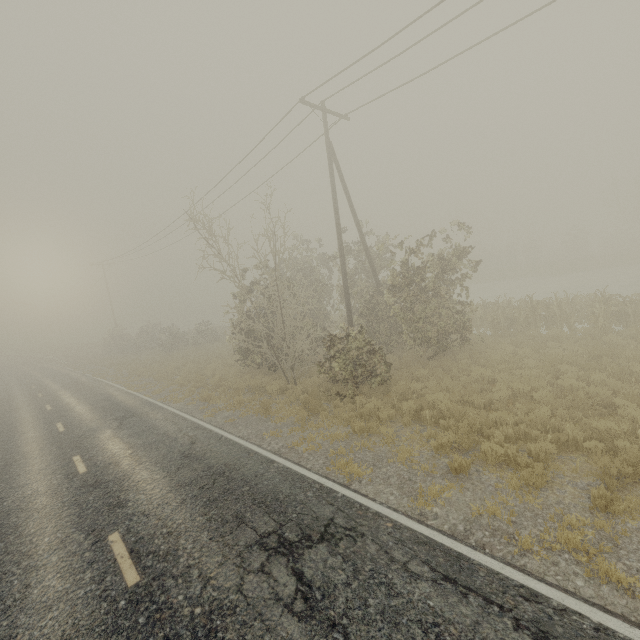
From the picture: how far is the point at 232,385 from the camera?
16.4 meters
